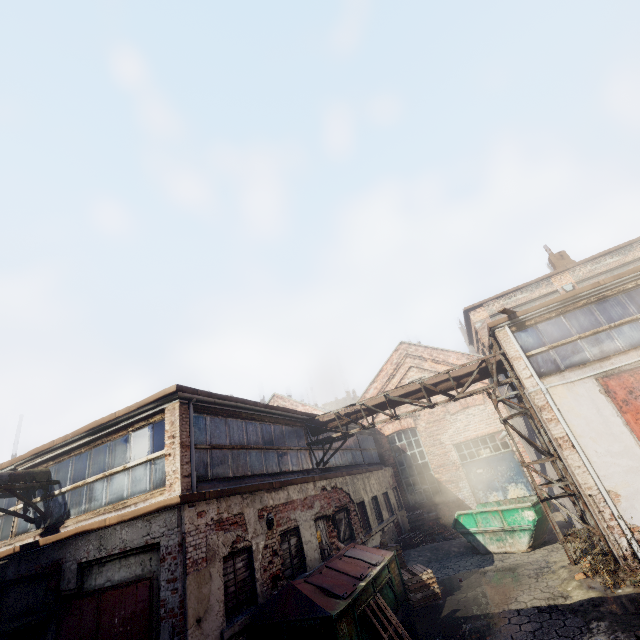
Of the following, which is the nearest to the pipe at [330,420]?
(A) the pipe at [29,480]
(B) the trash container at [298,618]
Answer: (B) the trash container at [298,618]

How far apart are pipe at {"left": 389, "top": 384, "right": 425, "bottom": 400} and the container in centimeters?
446cm

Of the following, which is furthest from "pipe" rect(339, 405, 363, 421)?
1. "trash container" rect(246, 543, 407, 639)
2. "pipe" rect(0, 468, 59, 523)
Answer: "pipe" rect(0, 468, 59, 523)

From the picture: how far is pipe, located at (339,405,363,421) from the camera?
12.52m

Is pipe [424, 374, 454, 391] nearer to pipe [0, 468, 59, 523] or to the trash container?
the trash container

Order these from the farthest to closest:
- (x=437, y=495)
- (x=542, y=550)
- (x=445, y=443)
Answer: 1. (x=445, y=443)
2. (x=437, y=495)
3. (x=542, y=550)

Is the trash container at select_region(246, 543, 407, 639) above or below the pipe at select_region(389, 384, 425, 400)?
below
